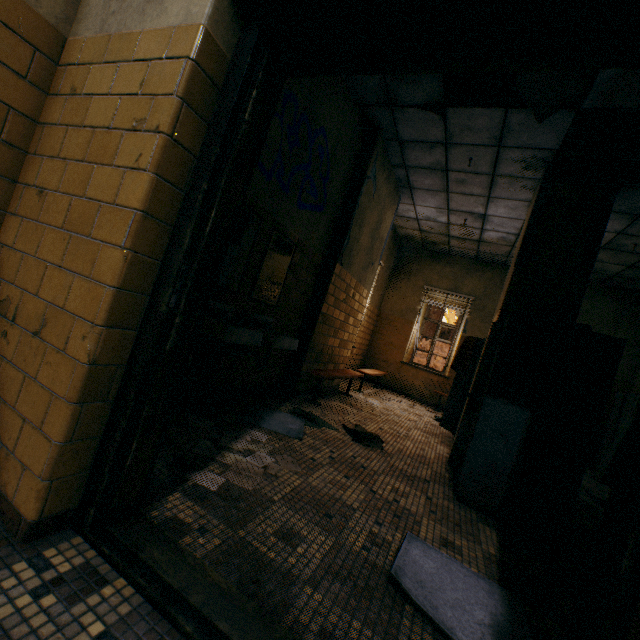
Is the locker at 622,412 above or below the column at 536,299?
below

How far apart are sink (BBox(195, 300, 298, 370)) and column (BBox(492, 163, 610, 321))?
2.9m

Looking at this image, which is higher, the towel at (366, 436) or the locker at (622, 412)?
the locker at (622, 412)

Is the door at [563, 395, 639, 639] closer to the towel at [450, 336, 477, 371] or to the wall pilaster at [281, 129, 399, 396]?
the wall pilaster at [281, 129, 399, 396]

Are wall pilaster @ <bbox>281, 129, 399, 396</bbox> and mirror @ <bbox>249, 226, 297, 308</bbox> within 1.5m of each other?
yes

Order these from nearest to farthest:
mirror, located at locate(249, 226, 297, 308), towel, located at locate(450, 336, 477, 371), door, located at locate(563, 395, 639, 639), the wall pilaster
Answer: door, located at locate(563, 395, 639, 639) < mirror, located at locate(249, 226, 297, 308) < the wall pilaster < towel, located at locate(450, 336, 477, 371)

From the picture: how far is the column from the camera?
3.9 meters

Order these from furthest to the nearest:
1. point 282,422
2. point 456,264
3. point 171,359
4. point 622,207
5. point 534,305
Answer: point 456,264 < point 622,207 < point 534,305 < point 282,422 < point 171,359
